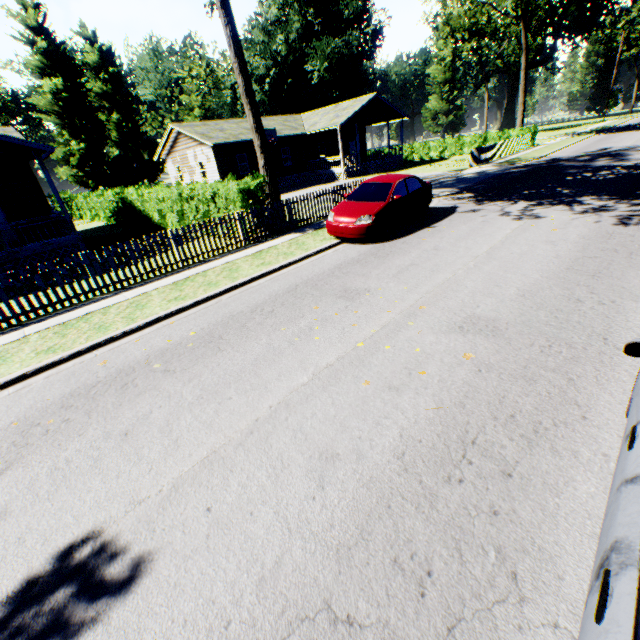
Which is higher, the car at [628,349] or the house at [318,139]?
the house at [318,139]

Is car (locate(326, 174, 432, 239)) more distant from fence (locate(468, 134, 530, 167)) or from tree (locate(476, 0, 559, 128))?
tree (locate(476, 0, 559, 128))

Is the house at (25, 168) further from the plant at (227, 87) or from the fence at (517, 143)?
the plant at (227, 87)

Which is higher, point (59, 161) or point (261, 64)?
point (261, 64)

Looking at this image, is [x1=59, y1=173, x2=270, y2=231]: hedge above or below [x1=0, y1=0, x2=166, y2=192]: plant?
below

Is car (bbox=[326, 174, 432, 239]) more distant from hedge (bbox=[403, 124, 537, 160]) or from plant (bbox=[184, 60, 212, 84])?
hedge (bbox=[403, 124, 537, 160])

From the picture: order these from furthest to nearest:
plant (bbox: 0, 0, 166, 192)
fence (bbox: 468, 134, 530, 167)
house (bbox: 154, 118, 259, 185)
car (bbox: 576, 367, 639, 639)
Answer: plant (bbox: 0, 0, 166, 192) < house (bbox: 154, 118, 259, 185) < fence (bbox: 468, 134, 530, 167) < car (bbox: 576, 367, 639, 639)

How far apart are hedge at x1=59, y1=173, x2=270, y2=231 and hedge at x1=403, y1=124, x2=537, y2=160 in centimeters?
3058cm
